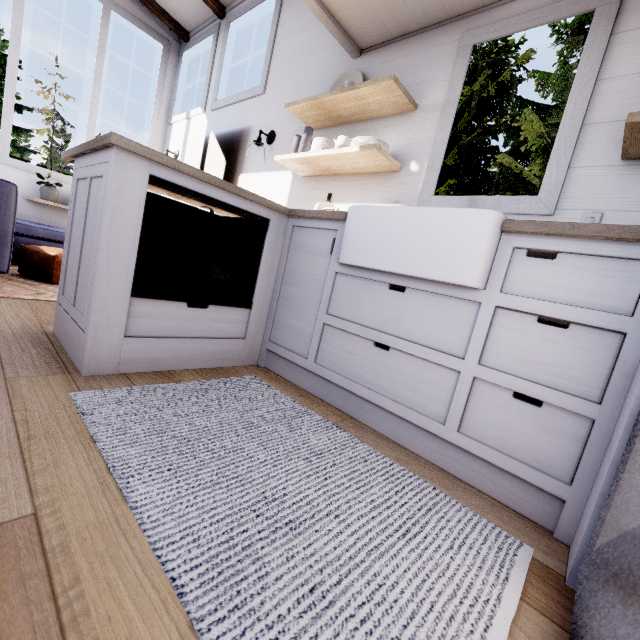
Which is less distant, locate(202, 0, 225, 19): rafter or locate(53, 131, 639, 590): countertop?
locate(53, 131, 639, 590): countertop

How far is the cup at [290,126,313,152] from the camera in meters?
2.7 m

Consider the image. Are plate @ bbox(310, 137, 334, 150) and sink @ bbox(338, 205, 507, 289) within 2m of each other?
yes

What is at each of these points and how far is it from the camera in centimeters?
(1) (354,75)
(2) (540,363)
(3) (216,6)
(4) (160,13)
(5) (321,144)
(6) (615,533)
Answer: (1) plate, 268cm
(2) countertop, 115cm
(3) rafter, 408cm
(4) rafter, 451cm
(5) plate, 257cm
(6) fridge, 59cm

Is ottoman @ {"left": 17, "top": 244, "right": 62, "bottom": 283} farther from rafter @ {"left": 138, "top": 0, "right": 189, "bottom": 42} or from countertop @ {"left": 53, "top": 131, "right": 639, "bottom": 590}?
rafter @ {"left": 138, "top": 0, "right": 189, "bottom": 42}

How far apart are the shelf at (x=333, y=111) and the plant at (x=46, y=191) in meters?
3.6 m

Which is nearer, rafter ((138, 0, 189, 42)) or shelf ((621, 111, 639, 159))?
shelf ((621, 111, 639, 159))

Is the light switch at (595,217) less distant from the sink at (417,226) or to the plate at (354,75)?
the sink at (417,226)
